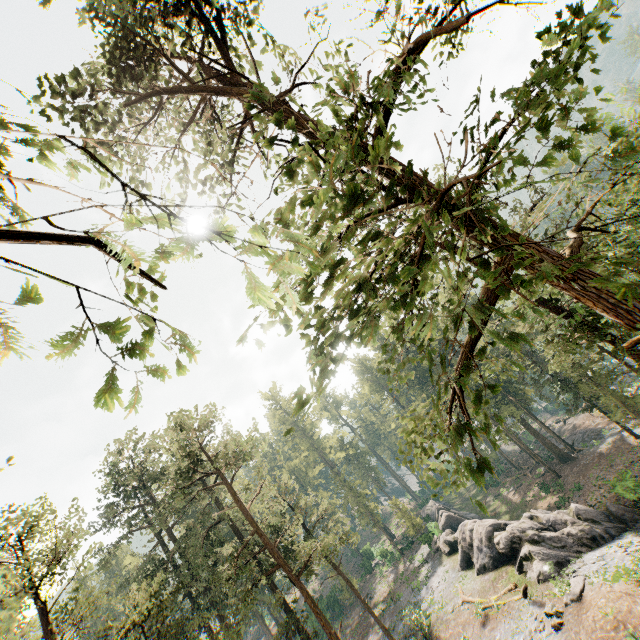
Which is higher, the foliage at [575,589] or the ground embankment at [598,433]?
the foliage at [575,589]

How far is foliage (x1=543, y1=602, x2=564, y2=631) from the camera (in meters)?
18.22

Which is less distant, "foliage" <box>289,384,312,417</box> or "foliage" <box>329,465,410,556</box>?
"foliage" <box>289,384,312,417</box>

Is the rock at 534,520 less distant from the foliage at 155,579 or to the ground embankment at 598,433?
the foliage at 155,579

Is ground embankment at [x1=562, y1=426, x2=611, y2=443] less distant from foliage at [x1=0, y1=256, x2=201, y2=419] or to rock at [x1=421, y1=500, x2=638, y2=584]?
foliage at [x1=0, y1=256, x2=201, y2=419]

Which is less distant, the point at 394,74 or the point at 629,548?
the point at 394,74

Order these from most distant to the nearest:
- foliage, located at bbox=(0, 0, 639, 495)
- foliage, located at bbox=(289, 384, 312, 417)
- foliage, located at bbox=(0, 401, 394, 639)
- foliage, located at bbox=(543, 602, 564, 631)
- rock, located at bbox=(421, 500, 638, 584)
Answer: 1. rock, located at bbox=(421, 500, 638, 584)
2. foliage, located at bbox=(543, 602, 564, 631)
3. foliage, located at bbox=(0, 401, 394, 639)
4. foliage, located at bbox=(289, 384, 312, 417)
5. foliage, located at bbox=(0, 0, 639, 495)
